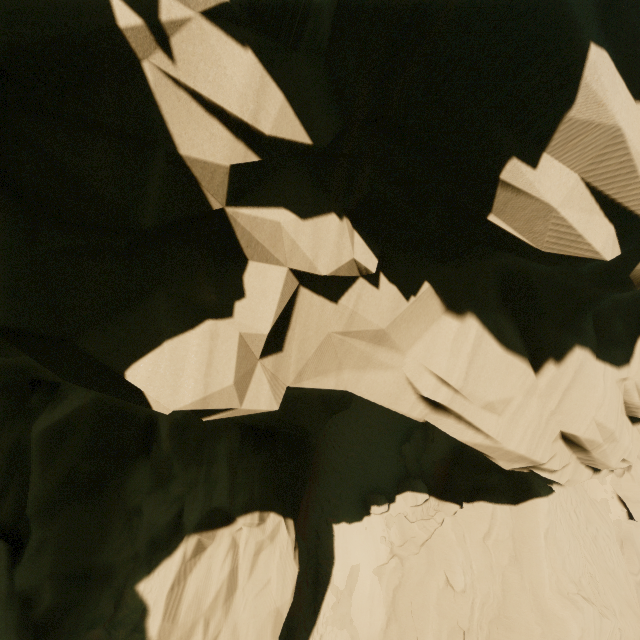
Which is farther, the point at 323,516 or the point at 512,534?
the point at 323,516

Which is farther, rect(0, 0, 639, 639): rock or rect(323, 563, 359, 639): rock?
rect(323, 563, 359, 639): rock

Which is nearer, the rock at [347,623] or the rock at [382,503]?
the rock at [347,623]

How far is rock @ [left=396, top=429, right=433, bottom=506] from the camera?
19.8m

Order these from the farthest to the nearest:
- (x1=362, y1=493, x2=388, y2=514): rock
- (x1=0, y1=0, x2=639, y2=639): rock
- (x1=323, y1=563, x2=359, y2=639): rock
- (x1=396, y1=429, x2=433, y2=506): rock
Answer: (x1=396, y1=429, x2=433, y2=506): rock, (x1=362, y1=493, x2=388, y2=514): rock, (x1=323, y1=563, x2=359, y2=639): rock, (x1=0, y1=0, x2=639, y2=639): rock

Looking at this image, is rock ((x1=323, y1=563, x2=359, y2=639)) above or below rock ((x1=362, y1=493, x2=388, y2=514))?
below

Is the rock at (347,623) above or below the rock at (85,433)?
below
